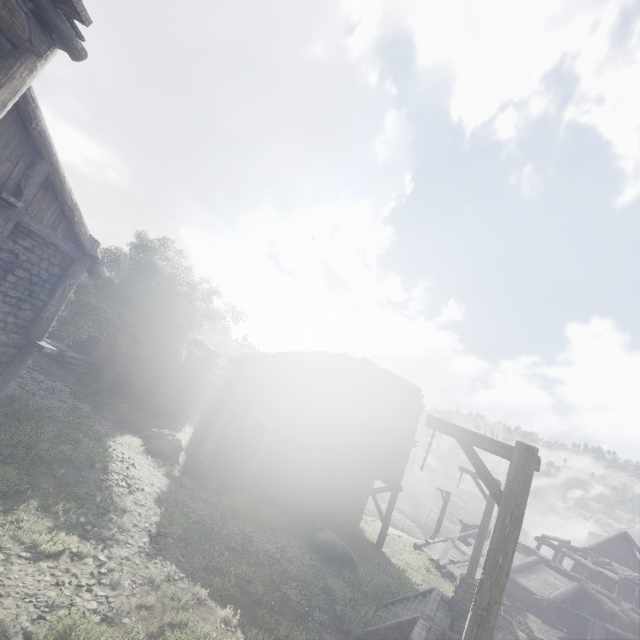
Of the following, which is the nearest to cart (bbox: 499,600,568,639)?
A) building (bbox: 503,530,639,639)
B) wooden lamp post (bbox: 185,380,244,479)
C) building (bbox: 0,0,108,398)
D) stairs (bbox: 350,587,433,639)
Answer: building (bbox: 503,530,639,639)

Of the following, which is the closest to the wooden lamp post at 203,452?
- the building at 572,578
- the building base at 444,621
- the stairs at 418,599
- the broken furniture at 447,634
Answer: the stairs at 418,599

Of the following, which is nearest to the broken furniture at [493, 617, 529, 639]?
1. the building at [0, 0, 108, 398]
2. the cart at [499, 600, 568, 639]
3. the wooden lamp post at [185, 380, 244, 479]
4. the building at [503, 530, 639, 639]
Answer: the building at [503, 530, 639, 639]

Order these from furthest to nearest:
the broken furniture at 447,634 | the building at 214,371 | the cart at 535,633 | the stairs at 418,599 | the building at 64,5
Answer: the building at 214,371 → the cart at 535,633 → the stairs at 418,599 → the broken furniture at 447,634 → the building at 64,5

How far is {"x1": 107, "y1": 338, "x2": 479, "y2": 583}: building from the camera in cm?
1820

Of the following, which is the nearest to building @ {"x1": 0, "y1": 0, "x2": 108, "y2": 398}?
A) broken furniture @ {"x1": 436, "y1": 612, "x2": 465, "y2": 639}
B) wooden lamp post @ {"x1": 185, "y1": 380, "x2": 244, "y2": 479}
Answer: wooden lamp post @ {"x1": 185, "y1": 380, "x2": 244, "y2": 479}

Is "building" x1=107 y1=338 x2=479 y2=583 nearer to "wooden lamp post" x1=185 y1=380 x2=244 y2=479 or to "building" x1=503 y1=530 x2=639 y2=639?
"wooden lamp post" x1=185 y1=380 x2=244 y2=479

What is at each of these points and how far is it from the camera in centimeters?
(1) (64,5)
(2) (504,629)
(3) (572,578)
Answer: (1) building, 480cm
(2) broken furniture, 1074cm
(3) building, 2141cm
